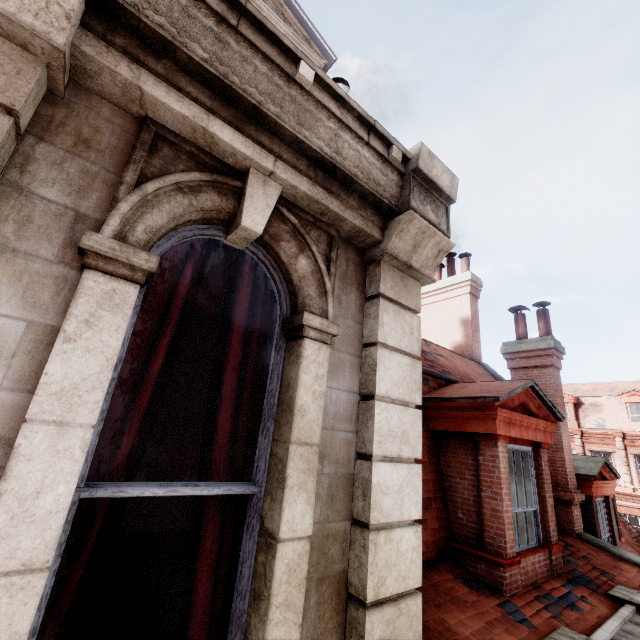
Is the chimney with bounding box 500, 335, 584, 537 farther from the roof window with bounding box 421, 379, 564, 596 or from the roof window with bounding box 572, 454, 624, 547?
the roof window with bounding box 421, 379, 564, 596

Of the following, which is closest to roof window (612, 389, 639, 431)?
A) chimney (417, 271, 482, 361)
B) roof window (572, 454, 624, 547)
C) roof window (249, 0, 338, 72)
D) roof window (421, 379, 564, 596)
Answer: roof window (572, 454, 624, 547)

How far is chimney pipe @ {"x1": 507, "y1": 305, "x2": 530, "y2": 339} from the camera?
9.0m

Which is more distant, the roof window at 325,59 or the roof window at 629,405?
the roof window at 629,405

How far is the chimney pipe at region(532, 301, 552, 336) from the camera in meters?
8.6 m

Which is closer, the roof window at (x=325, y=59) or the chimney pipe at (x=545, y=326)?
the roof window at (x=325, y=59)

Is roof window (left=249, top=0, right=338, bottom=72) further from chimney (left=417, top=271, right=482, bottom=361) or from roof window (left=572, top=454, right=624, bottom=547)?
roof window (left=572, top=454, right=624, bottom=547)

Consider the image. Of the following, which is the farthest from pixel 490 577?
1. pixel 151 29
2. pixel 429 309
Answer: pixel 429 309
